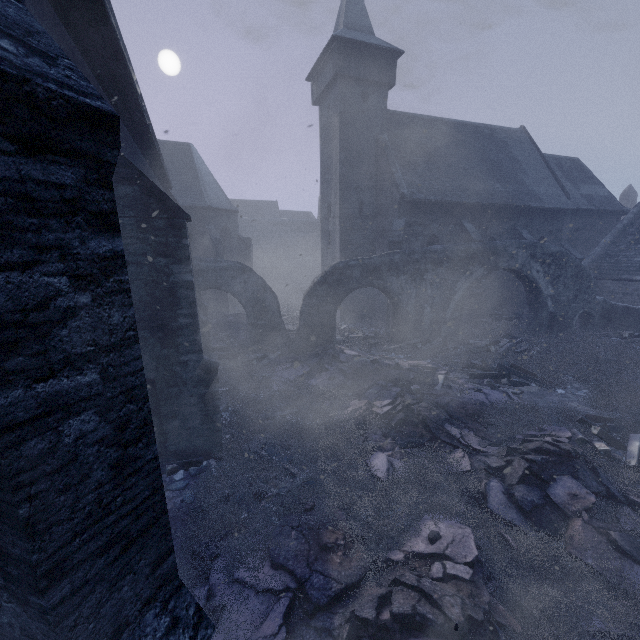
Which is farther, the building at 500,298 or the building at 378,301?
the building at 378,301

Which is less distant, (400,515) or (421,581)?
(421,581)

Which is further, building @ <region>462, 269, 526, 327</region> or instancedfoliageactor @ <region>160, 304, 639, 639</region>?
building @ <region>462, 269, 526, 327</region>

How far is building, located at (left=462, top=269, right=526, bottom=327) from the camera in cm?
1839

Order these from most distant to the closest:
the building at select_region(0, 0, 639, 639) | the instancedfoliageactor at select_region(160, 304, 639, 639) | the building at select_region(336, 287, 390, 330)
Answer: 1. the building at select_region(336, 287, 390, 330)
2. the instancedfoliageactor at select_region(160, 304, 639, 639)
3. the building at select_region(0, 0, 639, 639)

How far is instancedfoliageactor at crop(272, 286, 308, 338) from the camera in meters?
19.6 m

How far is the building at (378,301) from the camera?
19.3m
